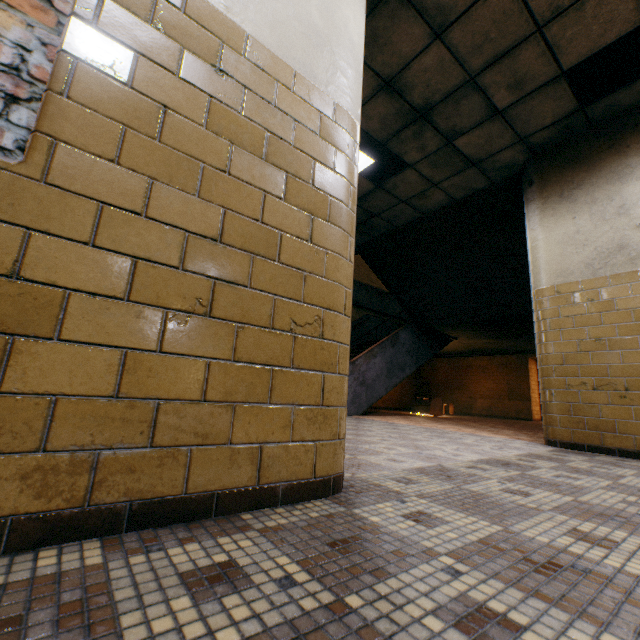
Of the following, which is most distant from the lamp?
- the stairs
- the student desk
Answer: the student desk

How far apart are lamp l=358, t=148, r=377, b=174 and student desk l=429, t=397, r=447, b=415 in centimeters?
694cm

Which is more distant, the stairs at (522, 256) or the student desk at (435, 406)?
the student desk at (435, 406)

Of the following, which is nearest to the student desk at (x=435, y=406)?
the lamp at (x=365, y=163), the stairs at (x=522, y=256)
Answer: the stairs at (x=522, y=256)

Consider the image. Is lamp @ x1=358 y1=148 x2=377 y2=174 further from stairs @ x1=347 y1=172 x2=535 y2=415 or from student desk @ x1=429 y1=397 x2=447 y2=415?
student desk @ x1=429 y1=397 x2=447 y2=415

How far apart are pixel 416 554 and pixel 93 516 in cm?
92
